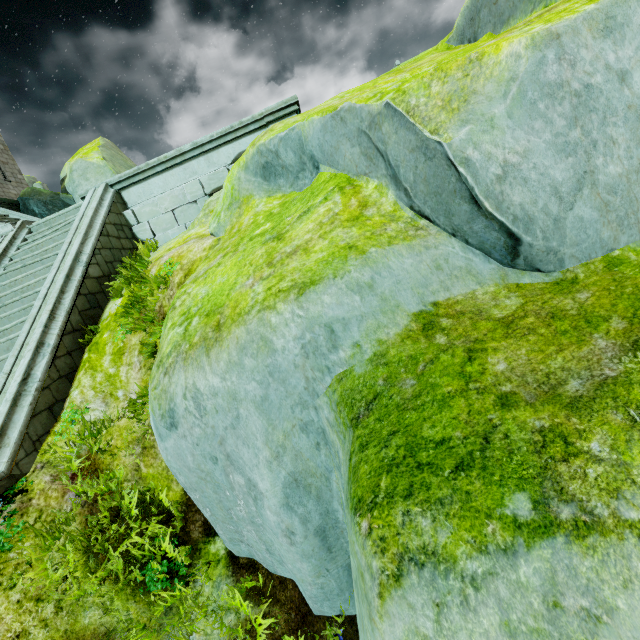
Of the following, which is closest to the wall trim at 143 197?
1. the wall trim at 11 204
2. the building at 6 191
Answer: the building at 6 191

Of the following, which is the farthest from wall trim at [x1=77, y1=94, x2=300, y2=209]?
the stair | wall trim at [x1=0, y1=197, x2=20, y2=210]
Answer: wall trim at [x1=0, y1=197, x2=20, y2=210]

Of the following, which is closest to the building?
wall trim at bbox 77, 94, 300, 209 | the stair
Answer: the stair

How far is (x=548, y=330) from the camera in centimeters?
208cm

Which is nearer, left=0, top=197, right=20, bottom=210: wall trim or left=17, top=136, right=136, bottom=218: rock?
left=0, top=197, right=20, bottom=210: wall trim

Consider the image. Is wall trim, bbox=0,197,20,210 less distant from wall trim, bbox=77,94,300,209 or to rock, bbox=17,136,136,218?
rock, bbox=17,136,136,218

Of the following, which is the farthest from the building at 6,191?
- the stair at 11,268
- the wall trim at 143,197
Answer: the wall trim at 143,197

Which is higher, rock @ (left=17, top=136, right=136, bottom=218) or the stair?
rock @ (left=17, top=136, right=136, bottom=218)
